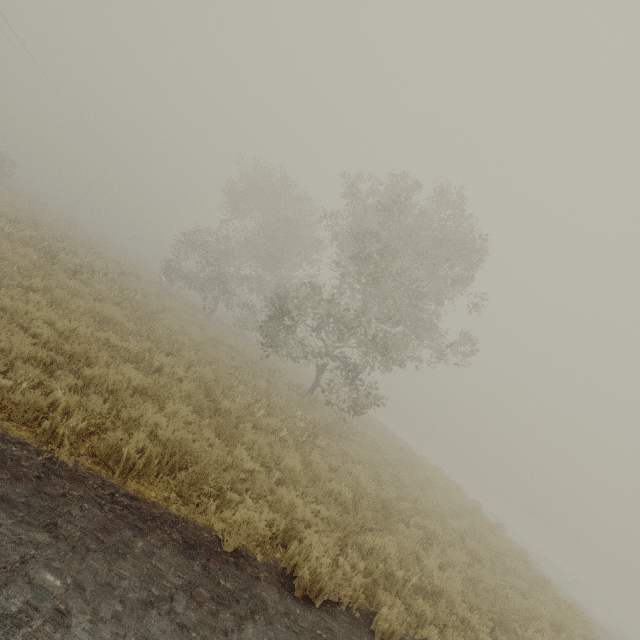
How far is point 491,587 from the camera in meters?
7.2 m

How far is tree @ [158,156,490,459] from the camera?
14.0m

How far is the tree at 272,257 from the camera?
14.0 meters
